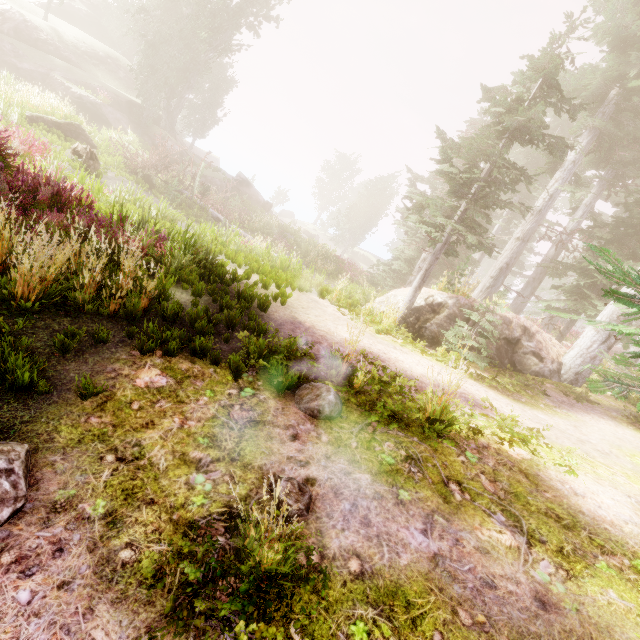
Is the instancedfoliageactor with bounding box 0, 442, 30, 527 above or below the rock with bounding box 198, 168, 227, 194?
below

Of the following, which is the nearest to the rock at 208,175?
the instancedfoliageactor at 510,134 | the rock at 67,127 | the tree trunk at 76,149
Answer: the instancedfoliageactor at 510,134

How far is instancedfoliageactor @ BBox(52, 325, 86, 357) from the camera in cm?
374

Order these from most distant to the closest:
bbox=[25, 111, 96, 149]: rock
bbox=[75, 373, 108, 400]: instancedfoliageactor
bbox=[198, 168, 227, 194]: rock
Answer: bbox=[198, 168, 227, 194]: rock → bbox=[25, 111, 96, 149]: rock → bbox=[75, 373, 108, 400]: instancedfoliageactor

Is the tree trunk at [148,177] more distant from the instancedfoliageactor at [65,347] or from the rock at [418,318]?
the rock at [418,318]

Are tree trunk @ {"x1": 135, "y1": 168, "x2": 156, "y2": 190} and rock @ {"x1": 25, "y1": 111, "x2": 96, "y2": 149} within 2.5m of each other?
yes

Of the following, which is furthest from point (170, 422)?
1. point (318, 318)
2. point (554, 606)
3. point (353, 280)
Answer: point (353, 280)

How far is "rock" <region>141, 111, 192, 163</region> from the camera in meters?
28.0
